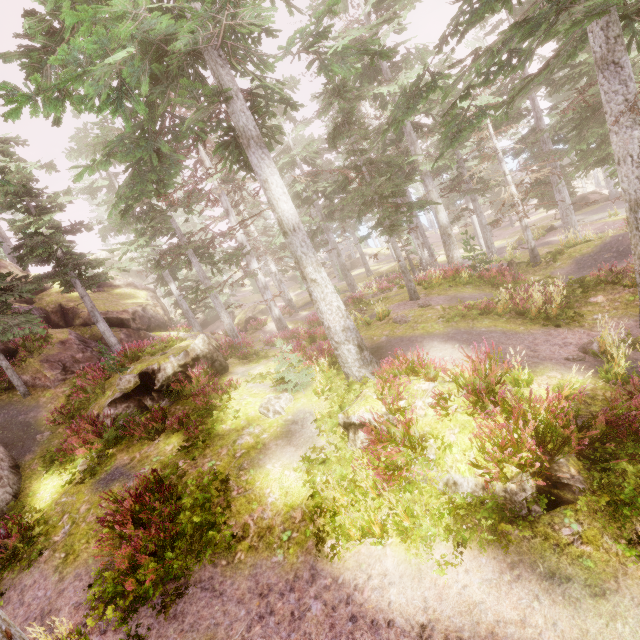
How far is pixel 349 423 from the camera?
→ 8.2 meters

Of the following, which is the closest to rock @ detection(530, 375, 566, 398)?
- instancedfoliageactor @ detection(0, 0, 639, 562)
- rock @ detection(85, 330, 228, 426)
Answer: instancedfoliageactor @ detection(0, 0, 639, 562)

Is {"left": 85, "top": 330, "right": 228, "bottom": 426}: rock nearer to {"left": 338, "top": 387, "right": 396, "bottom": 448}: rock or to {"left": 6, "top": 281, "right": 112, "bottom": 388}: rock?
{"left": 6, "top": 281, "right": 112, "bottom": 388}: rock

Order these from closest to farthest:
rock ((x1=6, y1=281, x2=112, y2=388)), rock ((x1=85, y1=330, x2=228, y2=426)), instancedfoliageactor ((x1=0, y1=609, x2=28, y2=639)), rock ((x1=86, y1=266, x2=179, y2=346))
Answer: instancedfoliageactor ((x1=0, y1=609, x2=28, y2=639)), rock ((x1=85, y1=330, x2=228, y2=426)), rock ((x1=6, y1=281, x2=112, y2=388)), rock ((x1=86, y1=266, x2=179, y2=346))

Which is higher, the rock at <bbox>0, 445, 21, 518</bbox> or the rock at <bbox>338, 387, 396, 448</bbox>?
the rock at <bbox>0, 445, 21, 518</bbox>

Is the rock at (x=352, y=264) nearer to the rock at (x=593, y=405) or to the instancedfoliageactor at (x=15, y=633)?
the instancedfoliageactor at (x=15, y=633)

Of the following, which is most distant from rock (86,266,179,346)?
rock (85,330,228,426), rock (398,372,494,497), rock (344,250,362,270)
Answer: rock (344,250,362,270)

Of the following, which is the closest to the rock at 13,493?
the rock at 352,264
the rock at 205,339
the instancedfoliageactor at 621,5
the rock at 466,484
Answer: the instancedfoliageactor at 621,5
